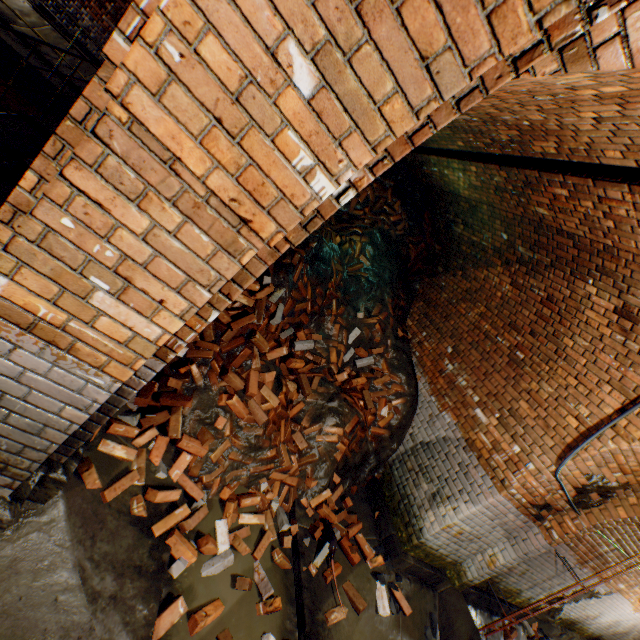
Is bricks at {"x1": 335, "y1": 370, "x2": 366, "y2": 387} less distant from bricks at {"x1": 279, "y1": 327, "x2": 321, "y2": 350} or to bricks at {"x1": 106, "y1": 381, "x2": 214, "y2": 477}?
bricks at {"x1": 279, "y1": 327, "x2": 321, "y2": 350}

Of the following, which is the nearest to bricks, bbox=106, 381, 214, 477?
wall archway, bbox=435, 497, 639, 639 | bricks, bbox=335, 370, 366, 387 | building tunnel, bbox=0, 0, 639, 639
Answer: building tunnel, bbox=0, 0, 639, 639

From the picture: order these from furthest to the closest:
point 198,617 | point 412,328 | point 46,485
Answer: point 412,328, point 198,617, point 46,485

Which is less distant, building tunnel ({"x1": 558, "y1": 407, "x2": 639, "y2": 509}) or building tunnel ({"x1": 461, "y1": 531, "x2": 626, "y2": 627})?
building tunnel ({"x1": 558, "y1": 407, "x2": 639, "y2": 509})

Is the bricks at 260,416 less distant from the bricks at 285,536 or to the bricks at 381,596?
the bricks at 285,536

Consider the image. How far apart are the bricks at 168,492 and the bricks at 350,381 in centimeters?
199cm

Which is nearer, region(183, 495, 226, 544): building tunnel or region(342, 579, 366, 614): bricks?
region(183, 495, 226, 544): building tunnel

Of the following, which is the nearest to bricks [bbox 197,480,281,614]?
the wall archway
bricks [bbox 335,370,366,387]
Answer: the wall archway
